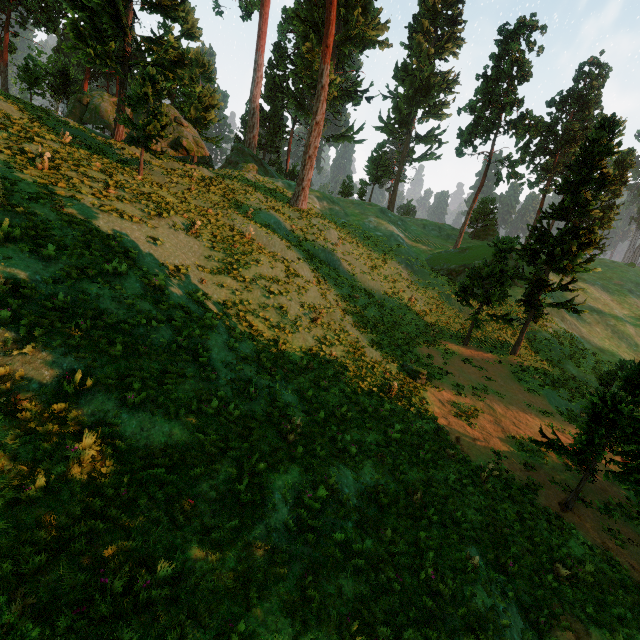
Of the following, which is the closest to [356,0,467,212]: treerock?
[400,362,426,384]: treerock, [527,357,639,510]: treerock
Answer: [527,357,639,510]: treerock

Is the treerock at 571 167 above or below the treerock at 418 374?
above

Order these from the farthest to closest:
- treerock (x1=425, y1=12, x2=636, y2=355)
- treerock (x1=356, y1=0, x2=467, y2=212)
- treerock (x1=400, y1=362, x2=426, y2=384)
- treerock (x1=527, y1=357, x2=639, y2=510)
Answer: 1. treerock (x1=356, y1=0, x2=467, y2=212)
2. treerock (x1=425, y1=12, x2=636, y2=355)
3. treerock (x1=400, y1=362, x2=426, y2=384)
4. treerock (x1=527, y1=357, x2=639, y2=510)

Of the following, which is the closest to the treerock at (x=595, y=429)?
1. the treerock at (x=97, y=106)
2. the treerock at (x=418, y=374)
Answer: the treerock at (x=97, y=106)

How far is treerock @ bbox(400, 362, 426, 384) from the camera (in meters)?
18.48

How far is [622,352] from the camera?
31.7 meters
